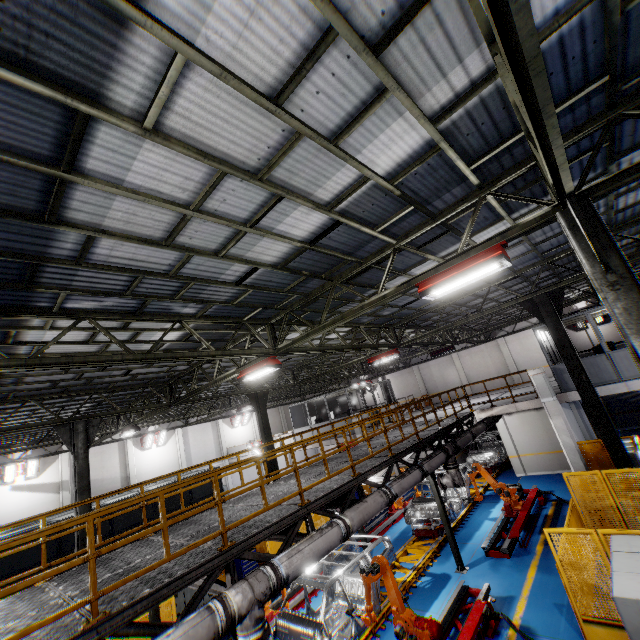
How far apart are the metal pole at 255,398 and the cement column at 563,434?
12.6 meters

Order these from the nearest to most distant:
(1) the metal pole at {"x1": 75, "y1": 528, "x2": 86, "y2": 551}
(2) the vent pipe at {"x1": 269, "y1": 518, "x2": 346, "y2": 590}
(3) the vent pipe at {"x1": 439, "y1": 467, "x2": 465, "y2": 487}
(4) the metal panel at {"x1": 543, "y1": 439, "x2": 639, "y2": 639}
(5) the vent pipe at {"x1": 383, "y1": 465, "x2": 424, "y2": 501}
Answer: (2) the vent pipe at {"x1": 269, "y1": 518, "x2": 346, "y2": 590} < (4) the metal panel at {"x1": 543, "y1": 439, "x2": 639, "y2": 639} < (5) the vent pipe at {"x1": 383, "y1": 465, "x2": 424, "y2": 501} < (1) the metal pole at {"x1": 75, "y1": 528, "x2": 86, "y2": 551} < (3) the vent pipe at {"x1": 439, "y1": 467, "x2": 465, "y2": 487}

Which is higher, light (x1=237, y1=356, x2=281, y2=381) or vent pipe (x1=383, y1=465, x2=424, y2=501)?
light (x1=237, y1=356, x2=281, y2=381)

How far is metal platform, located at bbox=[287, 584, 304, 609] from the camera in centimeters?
1076cm

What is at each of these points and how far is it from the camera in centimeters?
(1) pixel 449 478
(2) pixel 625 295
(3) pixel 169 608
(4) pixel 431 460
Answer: (1) vent pipe, 1177cm
(2) metal pole, 446cm
(3) metal panel, 1079cm
(4) vent pipe, 1074cm

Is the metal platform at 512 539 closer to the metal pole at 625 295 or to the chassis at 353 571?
the chassis at 353 571

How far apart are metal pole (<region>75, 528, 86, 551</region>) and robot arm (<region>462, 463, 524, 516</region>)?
13.8 meters

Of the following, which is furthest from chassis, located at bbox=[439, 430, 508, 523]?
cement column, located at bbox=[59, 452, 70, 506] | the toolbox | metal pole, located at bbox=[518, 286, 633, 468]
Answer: cement column, located at bbox=[59, 452, 70, 506]
